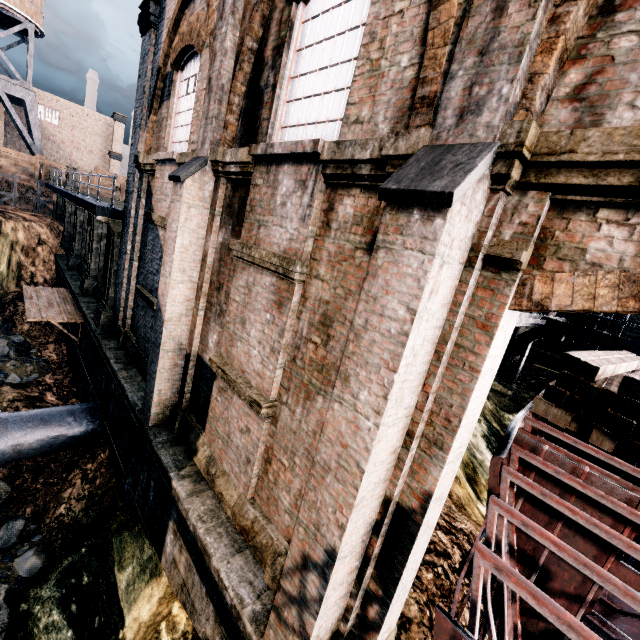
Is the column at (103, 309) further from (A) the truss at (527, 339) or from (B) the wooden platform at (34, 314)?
(A) the truss at (527, 339)

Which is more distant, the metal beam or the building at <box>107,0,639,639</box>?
the metal beam

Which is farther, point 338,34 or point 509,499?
point 338,34

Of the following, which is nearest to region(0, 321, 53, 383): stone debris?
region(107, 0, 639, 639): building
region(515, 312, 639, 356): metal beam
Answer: region(107, 0, 639, 639): building

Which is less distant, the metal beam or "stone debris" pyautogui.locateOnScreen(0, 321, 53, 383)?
the metal beam

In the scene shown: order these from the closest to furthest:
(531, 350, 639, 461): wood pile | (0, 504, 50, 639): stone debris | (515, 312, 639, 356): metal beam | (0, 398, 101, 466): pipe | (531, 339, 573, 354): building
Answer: (531, 350, 639, 461): wood pile, (0, 504, 50, 639): stone debris, (0, 398, 101, 466): pipe, (515, 312, 639, 356): metal beam, (531, 339, 573, 354): building

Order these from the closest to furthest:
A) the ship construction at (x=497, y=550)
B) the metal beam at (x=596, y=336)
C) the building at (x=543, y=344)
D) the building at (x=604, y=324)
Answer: the ship construction at (x=497, y=550) < the metal beam at (x=596, y=336) < the building at (x=604, y=324) < the building at (x=543, y=344)

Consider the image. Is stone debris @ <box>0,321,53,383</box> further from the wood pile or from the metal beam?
the wood pile
